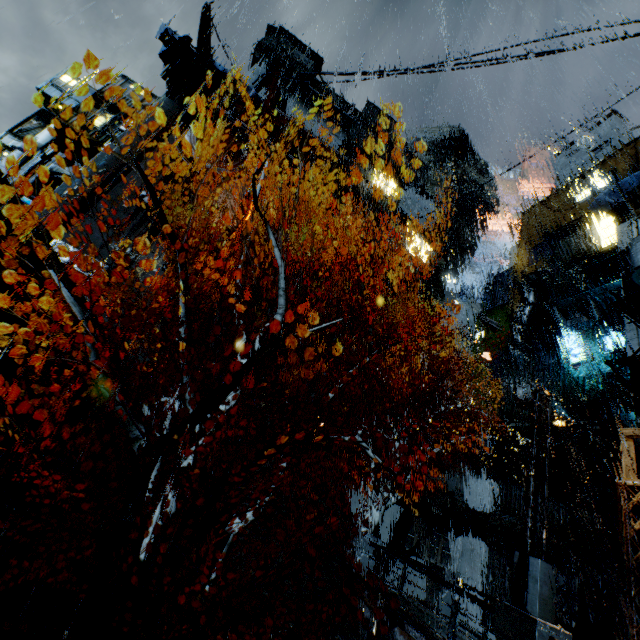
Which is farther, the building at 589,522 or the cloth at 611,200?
the cloth at 611,200

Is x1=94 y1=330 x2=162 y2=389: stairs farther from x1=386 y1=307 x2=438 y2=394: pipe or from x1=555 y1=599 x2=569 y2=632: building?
x1=386 y1=307 x2=438 y2=394: pipe

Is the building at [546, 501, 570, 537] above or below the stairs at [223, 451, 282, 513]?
above

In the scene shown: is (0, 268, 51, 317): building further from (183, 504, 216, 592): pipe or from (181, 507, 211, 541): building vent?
(183, 504, 216, 592): pipe

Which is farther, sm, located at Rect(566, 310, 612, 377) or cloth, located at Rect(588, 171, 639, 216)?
cloth, located at Rect(588, 171, 639, 216)

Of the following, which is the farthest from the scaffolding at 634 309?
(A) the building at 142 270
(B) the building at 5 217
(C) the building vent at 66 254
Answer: (C) the building vent at 66 254

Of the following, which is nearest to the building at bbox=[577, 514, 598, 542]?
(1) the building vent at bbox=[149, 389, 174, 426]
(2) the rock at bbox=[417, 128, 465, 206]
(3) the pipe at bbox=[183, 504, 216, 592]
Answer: (1) the building vent at bbox=[149, 389, 174, 426]

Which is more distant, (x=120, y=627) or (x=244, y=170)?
(x=244, y=170)
